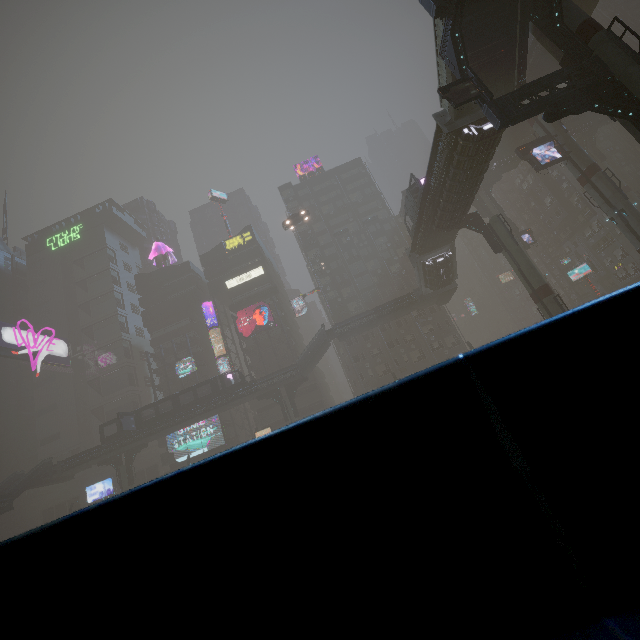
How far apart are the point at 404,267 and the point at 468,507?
57.41m

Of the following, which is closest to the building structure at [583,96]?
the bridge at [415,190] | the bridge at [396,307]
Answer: the bridge at [415,190]

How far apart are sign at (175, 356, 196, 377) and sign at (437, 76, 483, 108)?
51.32m

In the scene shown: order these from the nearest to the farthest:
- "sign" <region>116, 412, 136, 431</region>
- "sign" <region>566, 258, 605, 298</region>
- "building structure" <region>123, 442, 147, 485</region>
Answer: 1. "sign" <region>116, 412, 136, 431</region>
2. "building structure" <region>123, 442, 147, 485</region>
3. "sign" <region>566, 258, 605, 298</region>

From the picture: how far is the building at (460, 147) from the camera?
21.4m

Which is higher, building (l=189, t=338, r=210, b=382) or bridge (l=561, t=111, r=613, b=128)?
bridge (l=561, t=111, r=613, b=128)

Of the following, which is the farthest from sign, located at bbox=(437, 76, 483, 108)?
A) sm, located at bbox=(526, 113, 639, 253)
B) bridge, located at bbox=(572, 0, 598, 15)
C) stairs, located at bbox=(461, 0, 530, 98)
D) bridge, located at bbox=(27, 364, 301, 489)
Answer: bridge, located at bbox=(27, 364, 301, 489)

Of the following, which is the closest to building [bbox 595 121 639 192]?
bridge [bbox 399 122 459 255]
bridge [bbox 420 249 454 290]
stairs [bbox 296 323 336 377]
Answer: bridge [bbox 399 122 459 255]
